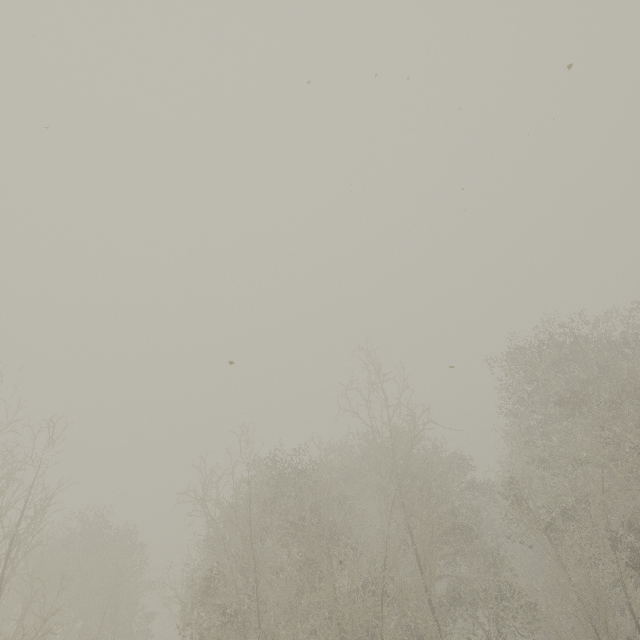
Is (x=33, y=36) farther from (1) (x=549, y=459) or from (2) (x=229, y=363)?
(1) (x=549, y=459)
